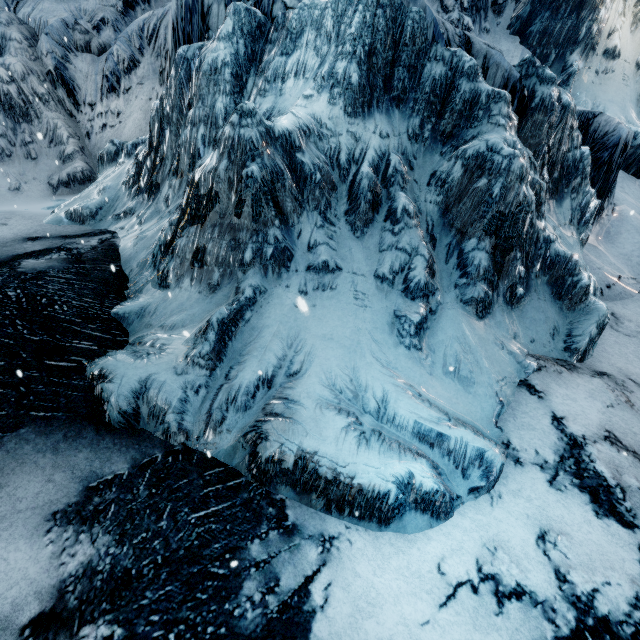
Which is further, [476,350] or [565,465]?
[476,350]
